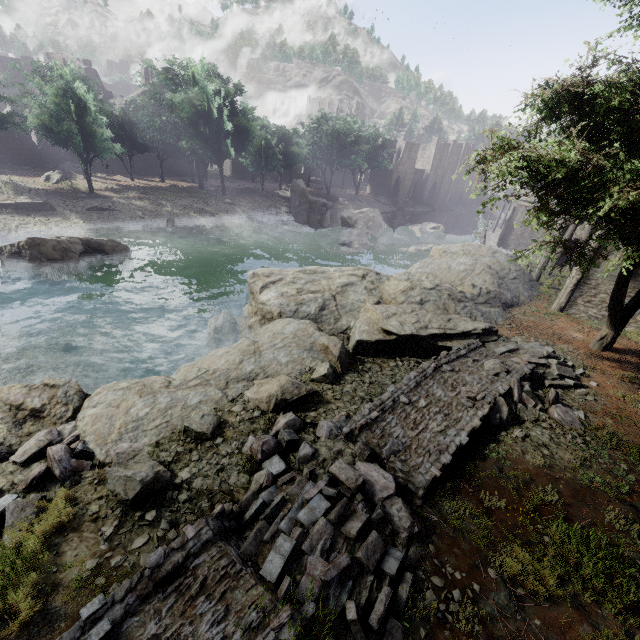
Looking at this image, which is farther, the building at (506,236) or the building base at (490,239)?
the building base at (490,239)

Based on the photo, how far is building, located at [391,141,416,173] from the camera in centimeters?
5881cm

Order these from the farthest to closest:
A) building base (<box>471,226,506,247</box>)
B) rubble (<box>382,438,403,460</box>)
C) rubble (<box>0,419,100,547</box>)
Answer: building base (<box>471,226,506,247</box>) < rubble (<box>382,438,403,460</box>) < rubble (<box>0,419,100,547</box>)

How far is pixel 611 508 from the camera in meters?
5.9 m

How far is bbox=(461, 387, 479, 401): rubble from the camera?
8.31m

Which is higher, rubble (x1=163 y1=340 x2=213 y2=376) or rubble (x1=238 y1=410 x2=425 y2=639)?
rubble (x1=238 y1=410 x2=425 y2=639)

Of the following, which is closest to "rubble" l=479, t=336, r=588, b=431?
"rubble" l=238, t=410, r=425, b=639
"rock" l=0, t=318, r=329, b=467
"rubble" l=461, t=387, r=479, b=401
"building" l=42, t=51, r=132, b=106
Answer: "rubble" l=461, t=387, r=479, b=401

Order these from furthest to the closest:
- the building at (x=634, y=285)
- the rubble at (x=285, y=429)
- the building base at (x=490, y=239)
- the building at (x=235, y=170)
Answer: the building at (x=235, y=170), the building base at (x=490, y=239), the building at (x=634, y=285), the rubble at (x=285, y=429)
